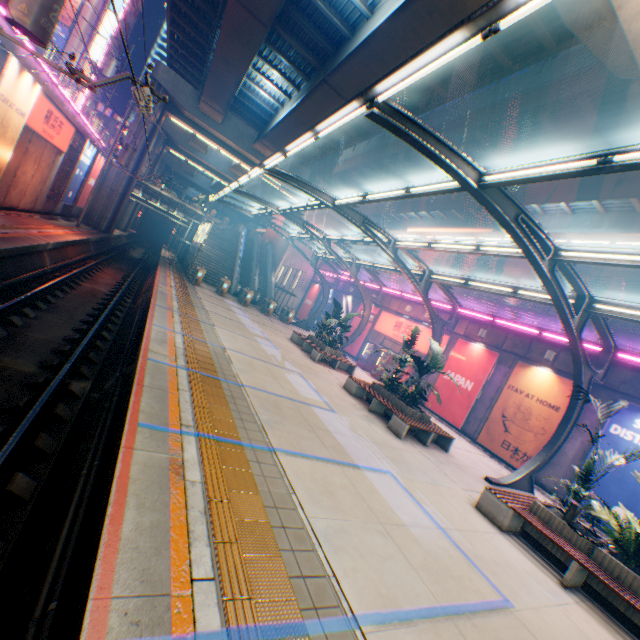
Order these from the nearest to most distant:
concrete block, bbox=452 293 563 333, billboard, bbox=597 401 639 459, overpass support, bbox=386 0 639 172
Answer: overpass support, bbox=386 0 639 172 → billboard, bbox=597 401 639 459 → concrete block, bbox=452 293 563 333

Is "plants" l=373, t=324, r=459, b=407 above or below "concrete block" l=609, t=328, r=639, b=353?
below

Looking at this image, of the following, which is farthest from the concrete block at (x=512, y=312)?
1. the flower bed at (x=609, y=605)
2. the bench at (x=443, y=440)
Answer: the flower bed at (x=609, y=605)

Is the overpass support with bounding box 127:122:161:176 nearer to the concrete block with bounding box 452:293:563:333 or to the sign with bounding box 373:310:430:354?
the concrete block with bounding box 452:293:563:333

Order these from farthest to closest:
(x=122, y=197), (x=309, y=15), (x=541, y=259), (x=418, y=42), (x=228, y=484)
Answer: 1. (x=122, y=197)
2. (x=309, y=15)
3. (x=418, y=42)
4. (x=541, y=259)
5. (x=228, y=484)

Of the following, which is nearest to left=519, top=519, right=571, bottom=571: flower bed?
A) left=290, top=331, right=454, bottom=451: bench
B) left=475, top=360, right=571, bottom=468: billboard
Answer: left=290, top=331, right=454, bottom=451: bench

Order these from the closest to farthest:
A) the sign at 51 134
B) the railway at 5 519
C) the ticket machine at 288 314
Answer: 1. the railway at 5 519
2. the sign at 51 134
3. the ticket machine at 288 314

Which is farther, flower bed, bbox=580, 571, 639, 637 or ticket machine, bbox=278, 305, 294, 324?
ticket machine, bbox=278, 305, 294, 324
